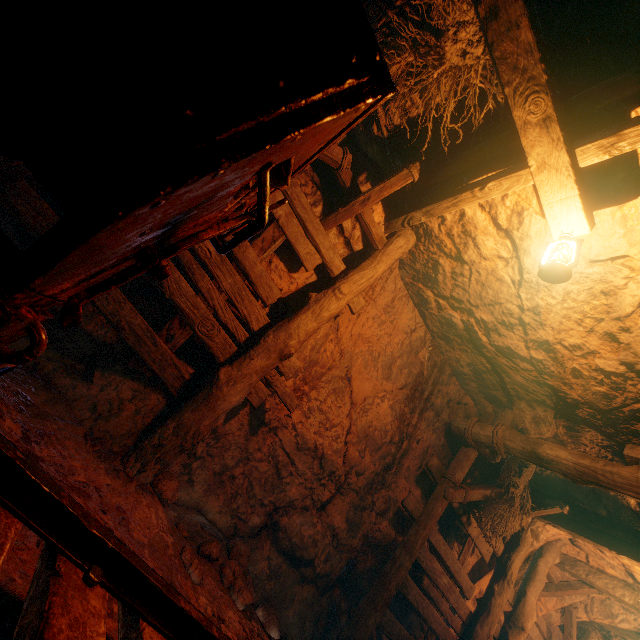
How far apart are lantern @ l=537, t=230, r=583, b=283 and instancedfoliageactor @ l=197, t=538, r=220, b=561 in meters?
3.8 m

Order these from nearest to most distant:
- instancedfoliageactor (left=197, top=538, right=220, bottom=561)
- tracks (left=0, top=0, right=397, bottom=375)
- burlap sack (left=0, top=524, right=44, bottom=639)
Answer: tracks (left=0, top=0, right=397, bottom=375) → burlap sack (left=0, top=524, right=44, bottom=639) → instancedfoliageactor (left=197, top=538, right=220, bottom=561)

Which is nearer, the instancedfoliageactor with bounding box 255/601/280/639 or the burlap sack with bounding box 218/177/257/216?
the burlap sack with bounding box 218/177/257/216

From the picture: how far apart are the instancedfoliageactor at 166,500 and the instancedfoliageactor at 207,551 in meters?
0.5

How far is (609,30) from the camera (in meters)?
2.34

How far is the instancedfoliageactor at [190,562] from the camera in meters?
2.5 m

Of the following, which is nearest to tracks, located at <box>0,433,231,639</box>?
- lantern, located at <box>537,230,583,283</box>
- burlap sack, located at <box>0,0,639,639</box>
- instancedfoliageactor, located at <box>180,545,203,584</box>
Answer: burlap sack, located at <box>0,0,639,639</box>
